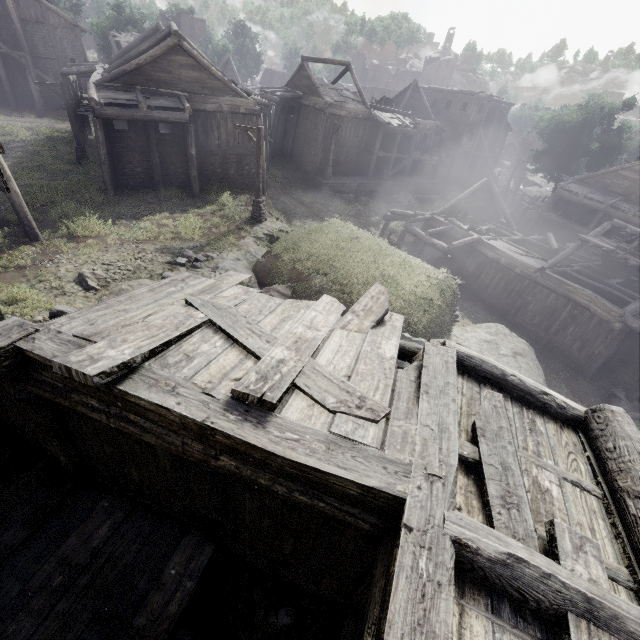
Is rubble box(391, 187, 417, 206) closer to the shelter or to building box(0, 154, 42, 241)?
building box(0, 154, 42, 241)

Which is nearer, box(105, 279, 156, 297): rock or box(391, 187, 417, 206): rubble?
box(105, 279, 156, 297): rock

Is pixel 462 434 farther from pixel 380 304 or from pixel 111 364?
pixel 111 364

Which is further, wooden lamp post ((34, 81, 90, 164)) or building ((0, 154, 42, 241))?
wooden lamp post ((34, 81, 90, 164))

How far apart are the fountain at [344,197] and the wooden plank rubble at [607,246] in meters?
16.8

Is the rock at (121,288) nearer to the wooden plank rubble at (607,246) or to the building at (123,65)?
the building at (123,65)

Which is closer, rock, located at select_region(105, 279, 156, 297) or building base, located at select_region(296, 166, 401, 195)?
rock, located at select_region(105, 279, 156, 297)

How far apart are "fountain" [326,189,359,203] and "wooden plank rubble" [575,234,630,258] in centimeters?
1684cm
